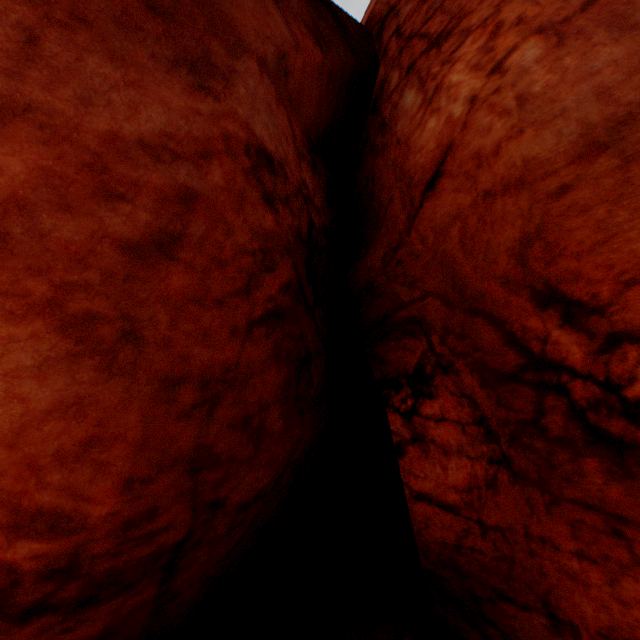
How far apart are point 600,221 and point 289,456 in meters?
3.8
